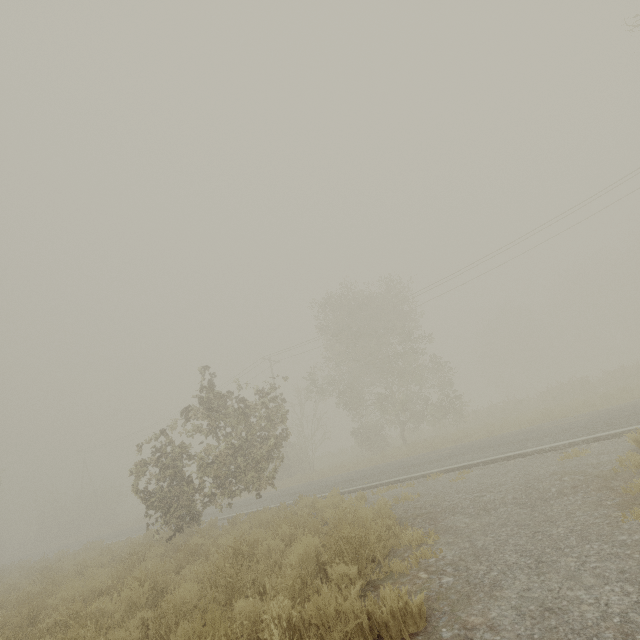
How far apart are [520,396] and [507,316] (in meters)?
12.82
